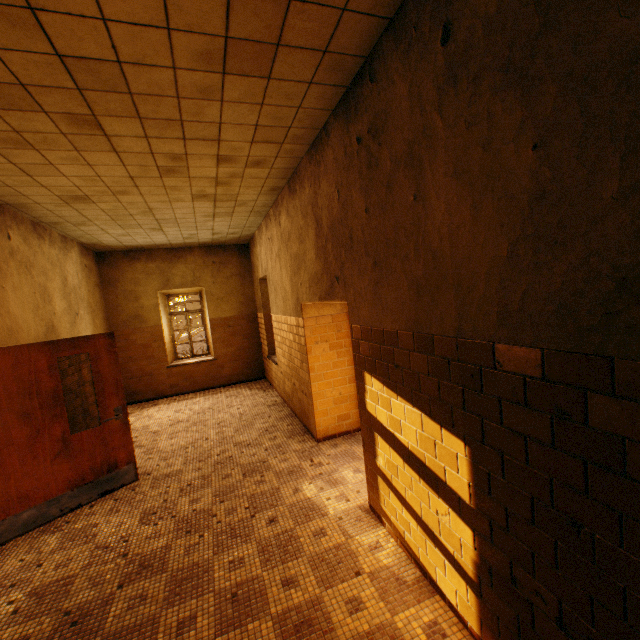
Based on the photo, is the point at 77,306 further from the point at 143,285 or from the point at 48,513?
the point at 48,513
